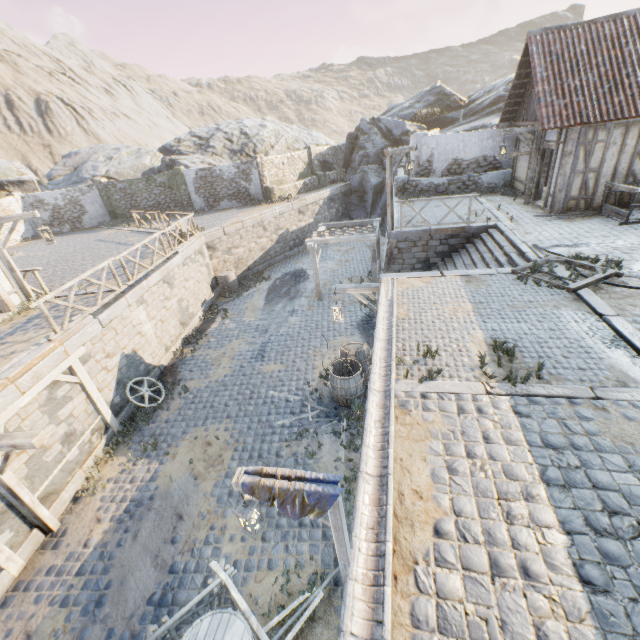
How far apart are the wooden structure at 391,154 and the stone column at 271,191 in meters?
13.2 m

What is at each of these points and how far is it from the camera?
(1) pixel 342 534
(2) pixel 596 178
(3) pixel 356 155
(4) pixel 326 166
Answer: (1) wooden structure, 4.7 meters
(2) building, 11.3 meters
(3) rock, 27.3 meters
(4) rock, 28.9 meters

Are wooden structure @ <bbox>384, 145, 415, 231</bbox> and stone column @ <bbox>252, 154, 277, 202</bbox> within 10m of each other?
no

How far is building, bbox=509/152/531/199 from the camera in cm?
1445

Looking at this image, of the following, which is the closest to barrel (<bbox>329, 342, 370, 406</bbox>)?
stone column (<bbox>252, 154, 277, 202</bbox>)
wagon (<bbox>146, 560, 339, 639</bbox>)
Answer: wagon (<bbox>146, 560, 339, 639</bbox>)

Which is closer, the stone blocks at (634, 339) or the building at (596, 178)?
the stone blocks at (634, 339)

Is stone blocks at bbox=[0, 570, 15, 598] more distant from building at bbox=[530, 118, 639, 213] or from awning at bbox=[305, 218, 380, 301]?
building at bbox=[530, 118, 639, 213]

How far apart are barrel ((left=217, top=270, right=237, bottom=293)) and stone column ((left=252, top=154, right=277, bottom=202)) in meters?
8.0 m
